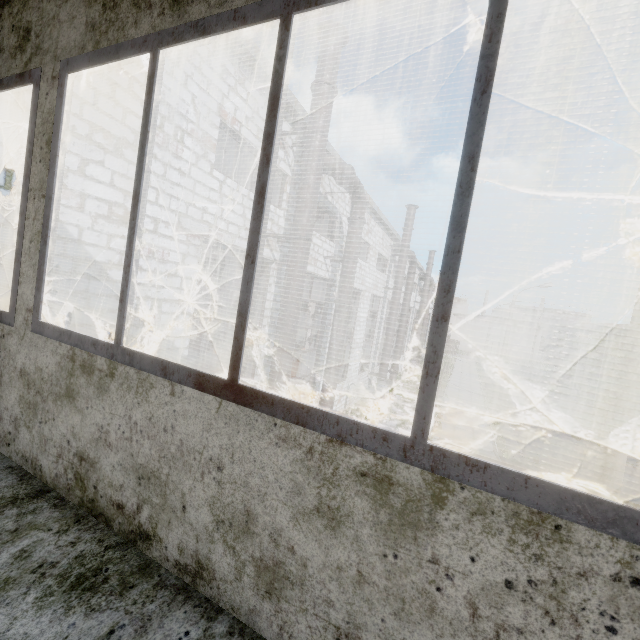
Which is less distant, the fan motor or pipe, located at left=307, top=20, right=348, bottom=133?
pipe, located at left=307, top=20, right=348, bottom=133

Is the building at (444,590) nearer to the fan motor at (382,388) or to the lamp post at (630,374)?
the lamp post at (630,374)

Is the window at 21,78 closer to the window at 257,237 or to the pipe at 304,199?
the window at 257,237

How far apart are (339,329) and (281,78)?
11.3m

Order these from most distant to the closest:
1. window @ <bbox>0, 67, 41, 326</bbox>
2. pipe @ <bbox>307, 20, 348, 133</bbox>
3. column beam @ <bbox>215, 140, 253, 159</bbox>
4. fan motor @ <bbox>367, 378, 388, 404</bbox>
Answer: fan motor @ <bbox>367, 378, 388, 404</bbox>, column beam @ <bbox>215, 140, 253, 159</bbox>, pipe @ <bbox>307, 20, 348, 133</bbox>, window @ <bbox>0, 67, 41, 326</bbox>

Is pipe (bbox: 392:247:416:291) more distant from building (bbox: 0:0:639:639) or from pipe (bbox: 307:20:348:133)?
building (bbox: 0:0:639:639)

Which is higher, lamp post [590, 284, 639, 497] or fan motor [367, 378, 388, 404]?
lamp post [590, 284, 639, 497]

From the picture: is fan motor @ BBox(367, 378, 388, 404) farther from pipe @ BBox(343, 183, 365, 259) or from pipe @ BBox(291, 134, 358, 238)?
pipe @ BBox(291, 134, 358, 238)
